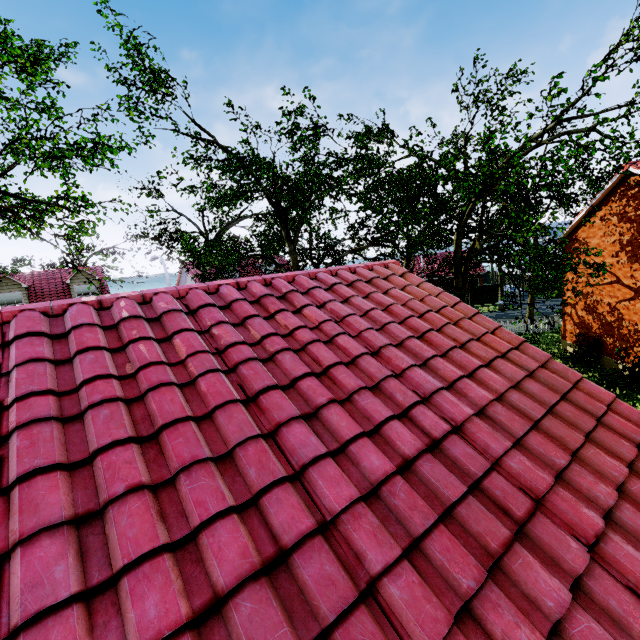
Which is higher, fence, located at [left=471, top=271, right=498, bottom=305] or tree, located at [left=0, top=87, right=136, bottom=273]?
tree, located at [left=0, top=87, right=136, bottom=273]

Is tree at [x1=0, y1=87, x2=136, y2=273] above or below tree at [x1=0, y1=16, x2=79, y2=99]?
below

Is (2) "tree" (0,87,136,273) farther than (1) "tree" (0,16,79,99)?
No

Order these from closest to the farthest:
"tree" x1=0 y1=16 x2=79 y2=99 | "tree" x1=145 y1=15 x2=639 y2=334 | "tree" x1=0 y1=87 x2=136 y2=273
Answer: "tree" x1=145 y1=15 x2=639 y2=334, "tree" x1=0 y1=87 x2=136 y2=273, "tree" x1=0 y1=16 x2=79 y2=99

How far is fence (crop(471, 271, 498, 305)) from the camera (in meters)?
40.06

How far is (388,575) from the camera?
2.40m

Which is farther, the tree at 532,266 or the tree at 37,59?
the tree at 37,59

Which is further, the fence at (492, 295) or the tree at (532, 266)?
the fence at (492, 295)
